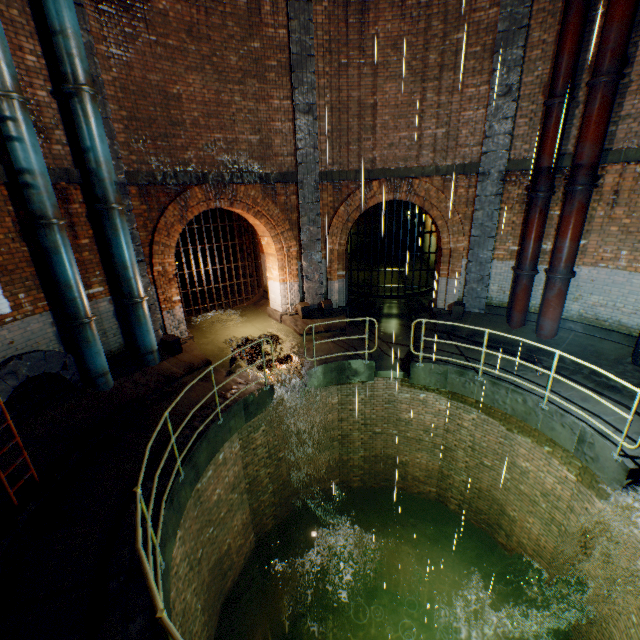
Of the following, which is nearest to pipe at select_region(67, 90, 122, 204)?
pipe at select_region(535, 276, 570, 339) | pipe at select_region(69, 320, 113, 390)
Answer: pipe at select_region(69, 320, 113, 390)

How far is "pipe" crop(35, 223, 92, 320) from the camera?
6.05m

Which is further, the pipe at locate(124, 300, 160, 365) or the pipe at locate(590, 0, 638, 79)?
the pipe at locate(124, 300, 160, 365)

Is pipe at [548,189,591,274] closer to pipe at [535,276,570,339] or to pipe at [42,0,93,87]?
pipe at [535,276,570,339]

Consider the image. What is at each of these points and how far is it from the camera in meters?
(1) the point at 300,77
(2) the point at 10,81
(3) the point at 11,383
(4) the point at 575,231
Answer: (1) support column, 9.0 m
(2) pipe, 5.2 m
(3) sewerage pipe, 5.8 m
(4) pipe, 7.9 m

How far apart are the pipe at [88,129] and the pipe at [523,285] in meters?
10.3 m

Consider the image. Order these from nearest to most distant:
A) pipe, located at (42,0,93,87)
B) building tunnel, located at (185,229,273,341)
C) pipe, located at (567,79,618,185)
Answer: pipe, located at (42,0,93,87) → pipe, located at (567,79,618,185) → building tunnel, located at (185,229,273,341)

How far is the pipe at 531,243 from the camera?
8.4 meters
